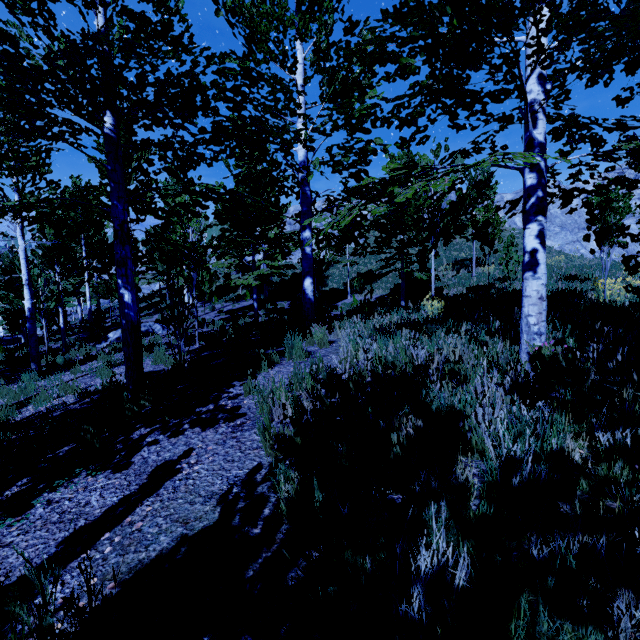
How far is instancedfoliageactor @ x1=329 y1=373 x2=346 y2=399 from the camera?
3.9 meters

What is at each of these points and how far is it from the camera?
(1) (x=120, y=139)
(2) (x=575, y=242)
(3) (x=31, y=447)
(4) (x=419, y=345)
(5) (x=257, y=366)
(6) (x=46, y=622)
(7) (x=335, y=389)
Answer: (1) instancedfoliageactor, 5.6 meters
(2) rock, 32.5 meters
(3) instancedfoliageactor, 4.0 meters
(4) instancedfoliageactor, 5.0 meters
(5) instancedfoliageactor, 5.7 meters
(6) instancedfoliageactor, 1.3 meters
(7) instancedfoliageactor, 4.0 meters

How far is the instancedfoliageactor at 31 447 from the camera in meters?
3.8

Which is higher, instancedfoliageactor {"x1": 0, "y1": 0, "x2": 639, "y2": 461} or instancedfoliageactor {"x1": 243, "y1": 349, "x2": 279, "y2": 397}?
instancedfoliageactor {"x1": 0, "y1": 0, "x2": 639, "y2": 461}

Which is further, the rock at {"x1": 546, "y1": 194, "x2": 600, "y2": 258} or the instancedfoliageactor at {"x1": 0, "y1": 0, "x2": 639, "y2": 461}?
the rock at {"x1": 546, "y1": 194, "x2": 600, "y2": 258}

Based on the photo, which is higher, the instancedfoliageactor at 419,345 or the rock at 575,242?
the rock at 575,242

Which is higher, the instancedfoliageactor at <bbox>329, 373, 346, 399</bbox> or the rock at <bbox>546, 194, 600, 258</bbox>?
the rock at <bbox>546, 194, 600, 258</bbox>

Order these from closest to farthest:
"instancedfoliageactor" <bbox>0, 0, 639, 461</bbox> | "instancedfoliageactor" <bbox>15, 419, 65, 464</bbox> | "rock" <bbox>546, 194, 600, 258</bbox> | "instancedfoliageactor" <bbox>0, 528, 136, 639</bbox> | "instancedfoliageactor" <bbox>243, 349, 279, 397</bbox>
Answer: "instancedfoliageactor" <bbox>0, 528, 136, 639</bbox>
"instancedfoliageactor" <bbox>0, 0, 639, 461</bbox>
"instancedfoliageactor" <bbox>15, 419, 65, 464</bbox>
"instancedfoliageactor" <bbox>243, 349, 279, 397</bbox>
"rock" <bbox>546, 194, 600, 258</bbox>
